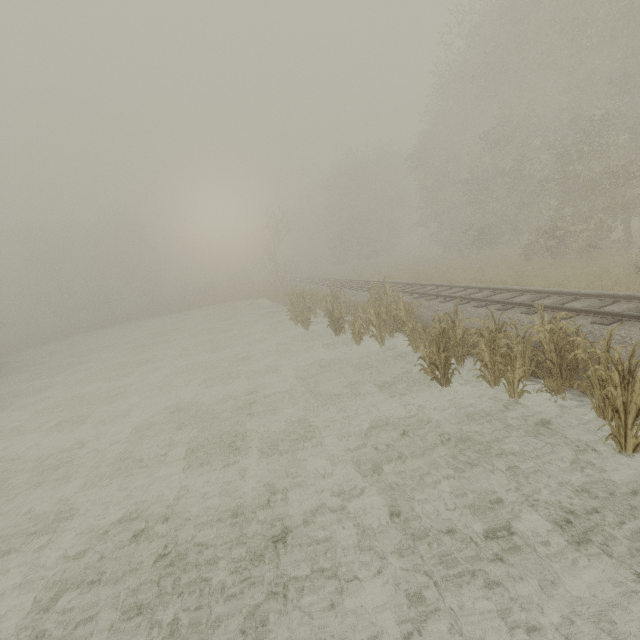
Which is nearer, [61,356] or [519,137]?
[519,137]
